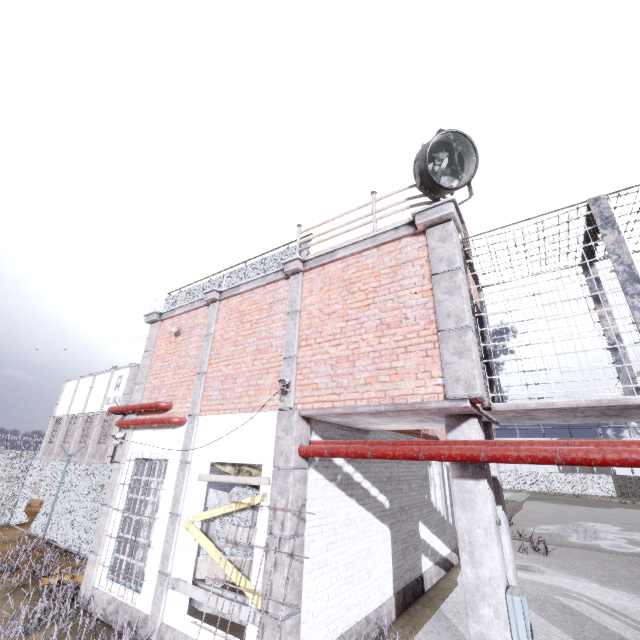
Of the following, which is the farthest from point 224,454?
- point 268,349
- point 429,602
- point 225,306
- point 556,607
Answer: point 556,607

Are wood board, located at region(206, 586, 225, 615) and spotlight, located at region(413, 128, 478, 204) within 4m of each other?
no

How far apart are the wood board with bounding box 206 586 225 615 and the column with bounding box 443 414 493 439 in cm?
298

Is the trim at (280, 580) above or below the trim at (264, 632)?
above

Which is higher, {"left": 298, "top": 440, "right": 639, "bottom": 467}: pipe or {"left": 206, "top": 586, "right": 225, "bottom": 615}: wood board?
{"left": 298, "top": 440, "right": 639, "bottom": 467}: pipe

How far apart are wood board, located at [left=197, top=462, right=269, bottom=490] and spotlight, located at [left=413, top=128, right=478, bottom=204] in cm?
564

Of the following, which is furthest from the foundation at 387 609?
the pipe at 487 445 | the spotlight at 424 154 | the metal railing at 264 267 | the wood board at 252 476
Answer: the spotlight at 424 154
